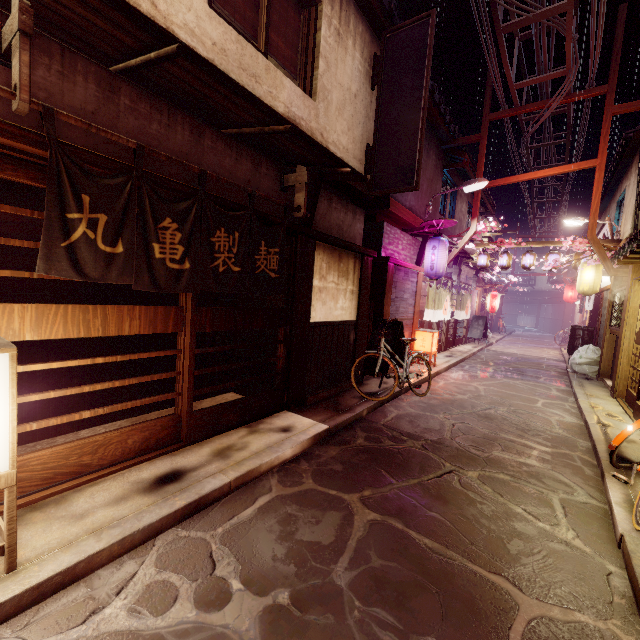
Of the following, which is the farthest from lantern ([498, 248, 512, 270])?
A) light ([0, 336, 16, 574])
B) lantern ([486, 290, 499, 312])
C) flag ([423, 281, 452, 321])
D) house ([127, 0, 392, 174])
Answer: light ([0, 336, 16, 574])

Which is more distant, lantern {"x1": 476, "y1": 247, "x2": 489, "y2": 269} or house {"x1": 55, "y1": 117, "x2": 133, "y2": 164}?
lantern {"x1": 476, "y1": 247, "x2": 489, "y2": 269}

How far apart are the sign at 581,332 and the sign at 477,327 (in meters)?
6.76

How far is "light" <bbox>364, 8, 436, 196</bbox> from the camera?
11.02m

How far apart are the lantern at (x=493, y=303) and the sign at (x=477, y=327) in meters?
1.9

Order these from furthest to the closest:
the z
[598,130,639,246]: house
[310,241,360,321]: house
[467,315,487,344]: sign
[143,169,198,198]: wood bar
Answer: [467,315,487,344]: sign < [598,130,639,246]: house < the z < [310,241,360,321]: house < [143,169,198,198]: wood bar

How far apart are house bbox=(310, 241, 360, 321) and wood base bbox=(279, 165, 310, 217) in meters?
1.2 m

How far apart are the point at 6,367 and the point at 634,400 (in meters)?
17.64
